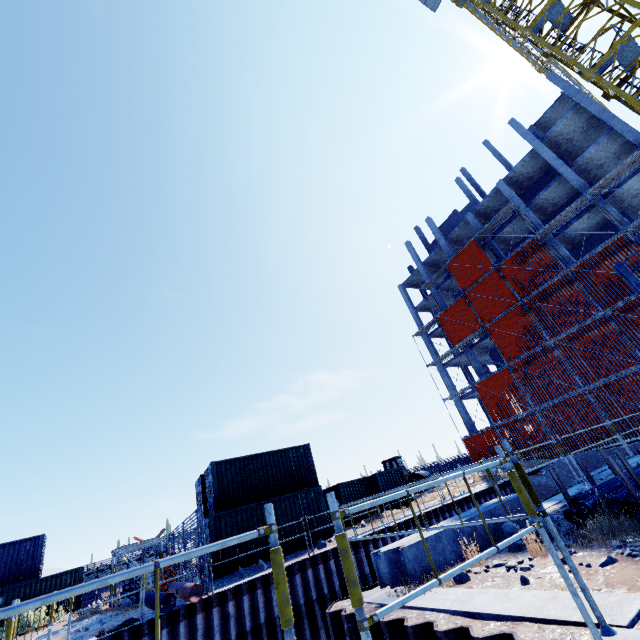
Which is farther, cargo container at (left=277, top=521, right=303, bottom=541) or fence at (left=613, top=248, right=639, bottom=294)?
cargo container at (left=277, top=521, right=303, bottom=541)

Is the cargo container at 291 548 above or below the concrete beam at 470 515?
below

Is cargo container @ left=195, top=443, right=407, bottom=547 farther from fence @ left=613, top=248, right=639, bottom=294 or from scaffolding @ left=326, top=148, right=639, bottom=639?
fence @ left=613, top=248, right=639, bottom=294

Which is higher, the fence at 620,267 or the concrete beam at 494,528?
the fence at 620,267

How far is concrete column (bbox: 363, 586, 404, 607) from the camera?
4.57m

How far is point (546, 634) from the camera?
2.7m

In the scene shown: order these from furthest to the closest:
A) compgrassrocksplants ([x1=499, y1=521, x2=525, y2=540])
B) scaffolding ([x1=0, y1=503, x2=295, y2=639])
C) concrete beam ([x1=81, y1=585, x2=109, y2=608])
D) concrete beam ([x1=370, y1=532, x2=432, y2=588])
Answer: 1. concrete beam ([x1=81, y1=585, x2=109, y2=608])
2. compgrassrocksplants ([x1=499, y1=521, x2=525, y2=540])
3. concrete beam ([x1=370, y1=532, x2=432, y2=588])
4. scaffolding ([x1=0, y1=503, x2=295, y2=639])

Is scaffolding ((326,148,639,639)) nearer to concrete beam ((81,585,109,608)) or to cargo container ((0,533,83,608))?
cargo container ((0,533,83,608))
